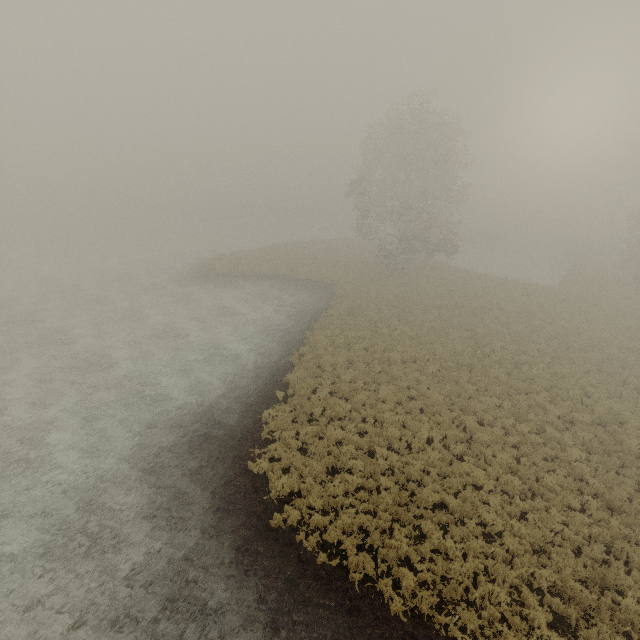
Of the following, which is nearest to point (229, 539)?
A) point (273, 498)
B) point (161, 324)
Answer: point (273, 498)
